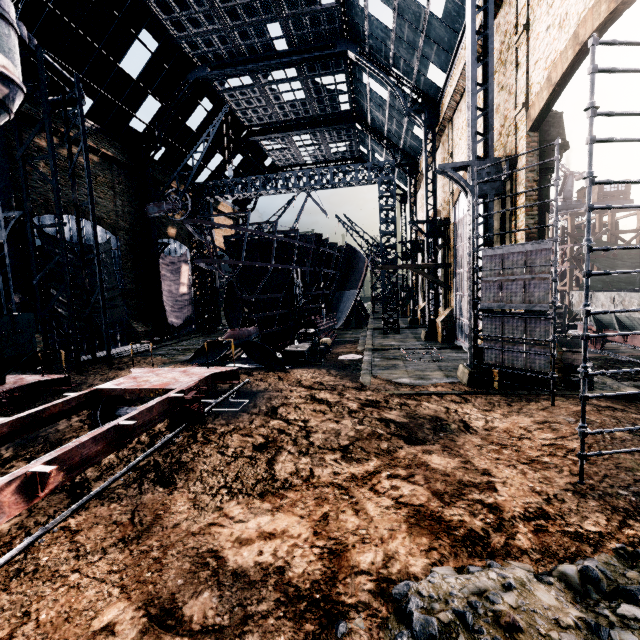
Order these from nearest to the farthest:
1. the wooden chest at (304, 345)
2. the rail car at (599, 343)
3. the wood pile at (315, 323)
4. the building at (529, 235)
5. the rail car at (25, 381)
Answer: the rail car at (25, 381) < the building at (529, 235) < the rail car at (599, 343) < the wooden chest at (304, 345) < the wood pile at (315, 323)

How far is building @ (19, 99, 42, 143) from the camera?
20.80m

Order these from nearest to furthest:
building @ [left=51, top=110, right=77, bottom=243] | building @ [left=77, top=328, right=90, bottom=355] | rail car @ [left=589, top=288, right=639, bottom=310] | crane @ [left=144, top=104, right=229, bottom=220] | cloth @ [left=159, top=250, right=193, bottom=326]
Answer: rail car @ [left=589, top=288, right=639, bottom=310] < building @ [left=51, top=110, right=77, bottom=243] < building @ [left=77, top=328, right=90, bottom=355] < crane @ [left=144, top=104, right=229, bottom=220] < cloth @ [left=159, top=250, right=193, bottom=326]

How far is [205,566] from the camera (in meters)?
5.09

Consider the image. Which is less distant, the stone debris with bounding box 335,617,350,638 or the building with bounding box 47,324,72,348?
the stone debris with bounding box 335,617,350,638

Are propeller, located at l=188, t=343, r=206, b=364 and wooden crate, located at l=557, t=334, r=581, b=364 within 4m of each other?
no

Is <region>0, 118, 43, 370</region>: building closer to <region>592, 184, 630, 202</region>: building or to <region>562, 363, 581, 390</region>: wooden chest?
<region>562, 363, 581, 390</region>: wooden chest

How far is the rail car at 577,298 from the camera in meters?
21.3 m
